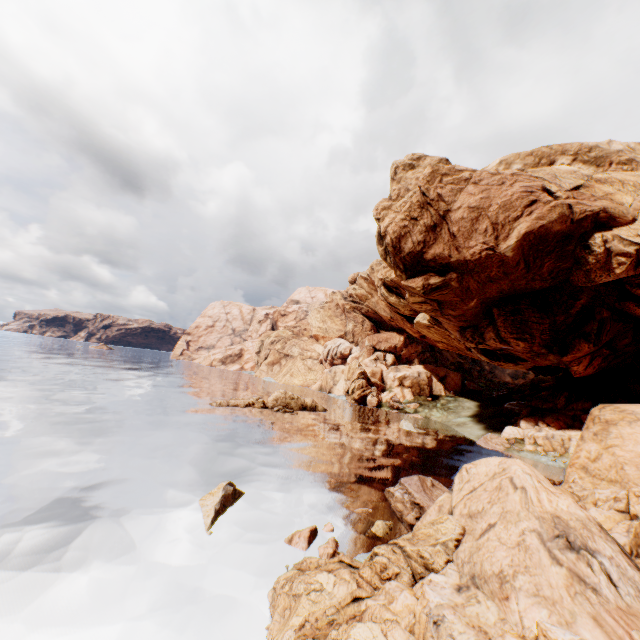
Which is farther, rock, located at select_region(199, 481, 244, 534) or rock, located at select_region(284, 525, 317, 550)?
rock, located at select_region(199, 481, 244, 534)

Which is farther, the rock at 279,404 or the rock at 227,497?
the rock at 279,404

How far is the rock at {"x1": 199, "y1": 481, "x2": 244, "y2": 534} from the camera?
14.7m

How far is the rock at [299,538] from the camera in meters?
13.7 m

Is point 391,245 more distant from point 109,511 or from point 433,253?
point 109,511

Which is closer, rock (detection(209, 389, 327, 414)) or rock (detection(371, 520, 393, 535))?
rock (detection(371, 520, 393, 535))

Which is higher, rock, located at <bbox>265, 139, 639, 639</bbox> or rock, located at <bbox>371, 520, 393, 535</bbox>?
rock, located at <bbox>265, 139, 639, 639</bbox>

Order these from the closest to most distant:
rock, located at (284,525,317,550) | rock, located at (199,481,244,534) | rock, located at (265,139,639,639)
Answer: rock, located at (265,139,639,639) → rock, located at (284,525,317,550) → rock, located at (199,481,244,534)
